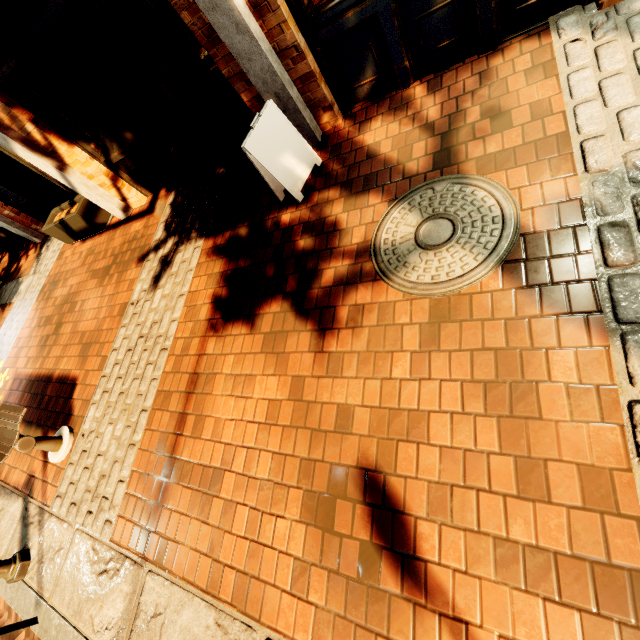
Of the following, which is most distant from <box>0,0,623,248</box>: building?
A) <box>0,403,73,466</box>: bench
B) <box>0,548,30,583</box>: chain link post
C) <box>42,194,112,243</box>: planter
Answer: <box>0,548,30,583</box>: chain link post

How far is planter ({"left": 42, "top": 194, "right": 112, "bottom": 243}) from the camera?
5.7m

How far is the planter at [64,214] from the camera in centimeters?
570cm

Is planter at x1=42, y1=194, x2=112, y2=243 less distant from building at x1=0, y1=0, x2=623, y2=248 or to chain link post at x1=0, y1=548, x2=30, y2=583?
building at x1=0, y1=0, x2=623, y2=248

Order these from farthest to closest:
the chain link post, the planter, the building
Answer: the planter → the chain link post → the building

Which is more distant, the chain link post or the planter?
the planter

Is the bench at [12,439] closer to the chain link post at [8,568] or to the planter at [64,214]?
the chain link post at [8,568]

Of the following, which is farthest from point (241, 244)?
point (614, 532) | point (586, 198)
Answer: point (614, 532)
